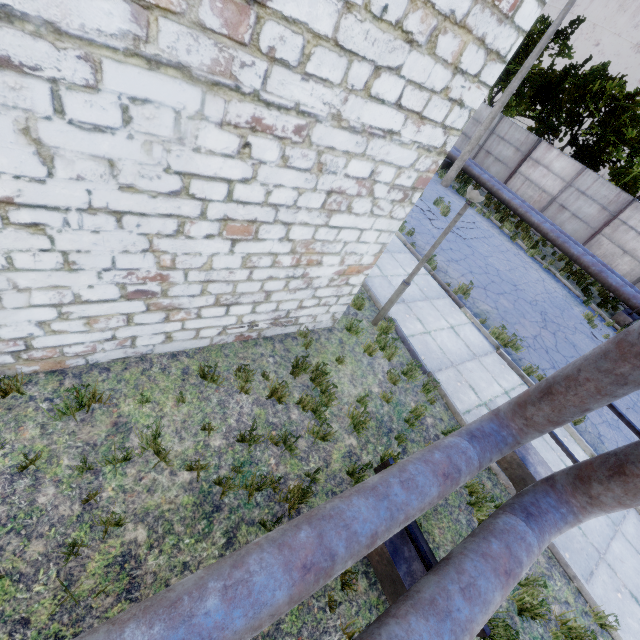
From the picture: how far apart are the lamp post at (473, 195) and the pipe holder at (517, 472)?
2.6 meters

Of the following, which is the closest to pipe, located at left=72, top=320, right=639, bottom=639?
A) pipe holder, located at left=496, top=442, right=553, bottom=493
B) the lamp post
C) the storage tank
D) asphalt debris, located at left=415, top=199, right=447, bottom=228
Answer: pipe holder, located at left=496, top=442, right=553, bottom=493

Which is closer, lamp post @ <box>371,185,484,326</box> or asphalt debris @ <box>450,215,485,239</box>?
lamp post @ <box>371,185,484,326</box>

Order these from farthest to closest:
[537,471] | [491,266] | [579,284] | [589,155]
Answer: [589,155] → [579,284] → [491,266] → [537,471]

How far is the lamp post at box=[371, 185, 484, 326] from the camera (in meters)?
5.07

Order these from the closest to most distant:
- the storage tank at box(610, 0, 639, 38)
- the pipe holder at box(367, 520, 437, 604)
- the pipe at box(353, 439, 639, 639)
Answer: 1. the pipe at box(353, 439, 639, 639)
2. the pipe holder at box(367, 520, 437, 604)
3. the storage tank at box(610, 0, 639, 38)

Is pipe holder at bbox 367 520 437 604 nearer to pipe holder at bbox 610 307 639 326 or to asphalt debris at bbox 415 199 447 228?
asphalt debris at bbox 415 199 447 228

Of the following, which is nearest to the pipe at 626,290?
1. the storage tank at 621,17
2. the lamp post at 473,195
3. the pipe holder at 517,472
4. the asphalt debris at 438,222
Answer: the pipe holder at 517,472
